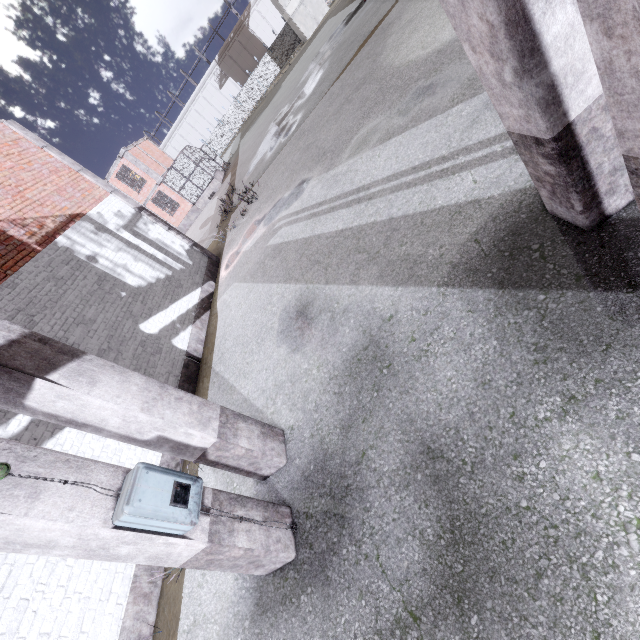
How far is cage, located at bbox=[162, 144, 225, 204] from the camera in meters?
26.5

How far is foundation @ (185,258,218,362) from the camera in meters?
8.5 m

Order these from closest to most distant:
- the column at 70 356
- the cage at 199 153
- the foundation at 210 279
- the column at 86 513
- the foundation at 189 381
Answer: the column at 86 513, the column at 70 356, the foundation at 189 381, the foundation at 210 279, the cage at 199 153

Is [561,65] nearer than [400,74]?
Yes

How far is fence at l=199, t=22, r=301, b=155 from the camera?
45.41m

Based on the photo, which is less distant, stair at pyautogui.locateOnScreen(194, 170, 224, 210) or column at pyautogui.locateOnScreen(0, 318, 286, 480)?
column at pyautogui.locateOnScreen(0, 318, 286, 480)

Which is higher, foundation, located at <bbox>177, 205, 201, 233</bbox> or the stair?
foundation, located at <bbox>177, 205, 201, 233</bbox>

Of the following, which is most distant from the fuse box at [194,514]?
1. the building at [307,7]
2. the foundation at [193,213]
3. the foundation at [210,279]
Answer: the building at [307,7]
